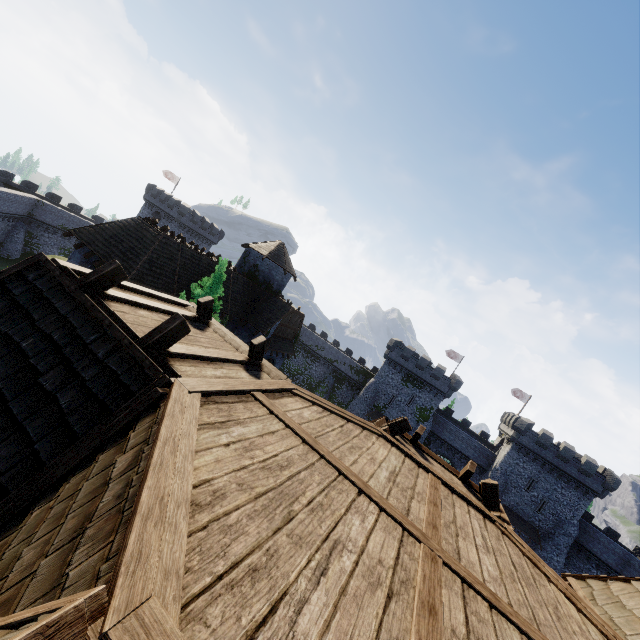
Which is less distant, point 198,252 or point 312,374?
point 198,252

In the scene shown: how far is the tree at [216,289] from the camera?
19.98m

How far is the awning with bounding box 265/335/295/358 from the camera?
29.2 meters

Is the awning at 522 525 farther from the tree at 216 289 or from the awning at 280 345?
the tree at 216 289

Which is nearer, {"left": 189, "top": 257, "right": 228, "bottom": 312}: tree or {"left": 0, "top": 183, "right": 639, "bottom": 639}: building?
{"left": 0, "top": 183, "right": 639, "bottom": 639}: building

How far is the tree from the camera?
20.0m

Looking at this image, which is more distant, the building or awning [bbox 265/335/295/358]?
awning [bbox 265/335/295/358]

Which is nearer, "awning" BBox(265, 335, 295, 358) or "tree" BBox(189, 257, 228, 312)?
"tree" BBox(189, 257, 228, 312)
